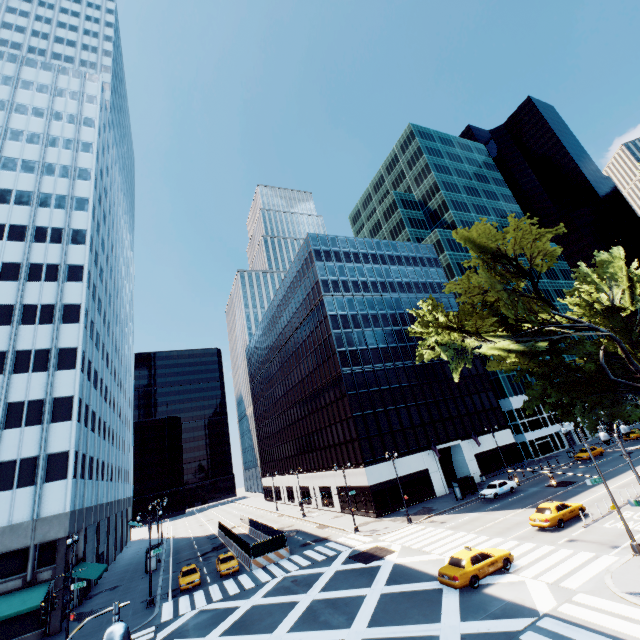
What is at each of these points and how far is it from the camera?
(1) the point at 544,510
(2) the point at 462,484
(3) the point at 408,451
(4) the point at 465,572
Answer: (1) vehicle, 25.8 meters
(2) bus stop, 41.8 meters
(3) building, 46.5 meters
(4) vehicle, 19.1 meters

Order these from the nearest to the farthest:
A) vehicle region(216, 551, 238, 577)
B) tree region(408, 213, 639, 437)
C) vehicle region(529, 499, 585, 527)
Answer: tree region(408, 213, 639, 437)
vehicle region(529, 499, 585, 527)
vehicle region(216, 551, 238, 577)

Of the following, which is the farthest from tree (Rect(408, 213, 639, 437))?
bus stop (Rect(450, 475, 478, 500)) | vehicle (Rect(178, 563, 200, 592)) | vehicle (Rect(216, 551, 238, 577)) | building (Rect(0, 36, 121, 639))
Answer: building (Rect(0, 36, 121, 639))

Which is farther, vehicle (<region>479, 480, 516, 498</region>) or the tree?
vehicle (<region>479, 480, 516, 498</region>)

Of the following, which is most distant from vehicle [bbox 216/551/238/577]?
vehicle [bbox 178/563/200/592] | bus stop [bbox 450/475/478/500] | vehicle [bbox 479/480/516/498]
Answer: vehicle [bbox 479/480/516/498]

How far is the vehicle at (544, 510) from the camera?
24.8m

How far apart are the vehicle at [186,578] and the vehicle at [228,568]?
1.5m

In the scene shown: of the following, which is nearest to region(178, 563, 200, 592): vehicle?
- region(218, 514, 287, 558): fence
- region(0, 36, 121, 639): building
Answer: region(218, 514, 287, 558): fence
